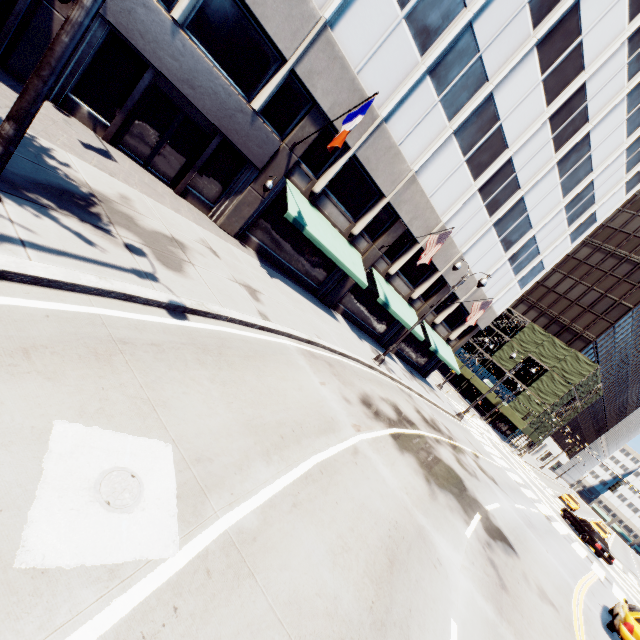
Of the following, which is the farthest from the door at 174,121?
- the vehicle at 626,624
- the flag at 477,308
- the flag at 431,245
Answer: the vehicle at 626,624

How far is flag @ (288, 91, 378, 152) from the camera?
11.8m

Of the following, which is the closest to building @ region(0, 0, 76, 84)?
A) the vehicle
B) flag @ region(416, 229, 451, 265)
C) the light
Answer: flag @ region(416, 229, 451, 265)

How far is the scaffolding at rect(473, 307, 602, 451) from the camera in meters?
43.4

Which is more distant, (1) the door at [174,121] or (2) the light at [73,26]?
(1) the door at [174,121]

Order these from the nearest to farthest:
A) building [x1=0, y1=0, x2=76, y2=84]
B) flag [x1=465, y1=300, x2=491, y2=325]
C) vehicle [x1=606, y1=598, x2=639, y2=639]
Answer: building [x1=0, y1=0, x2=76, y2=84] → vehicle [x1=606, y1=598, x2=639, y2=639] → flag [x1=465, y1=300, x2=491, y2=325]

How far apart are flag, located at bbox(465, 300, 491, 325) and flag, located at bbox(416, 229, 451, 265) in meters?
7.8 m

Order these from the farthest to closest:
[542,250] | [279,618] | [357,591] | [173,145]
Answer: [542,250]
[173,145]
[357,591]
[279,618]
